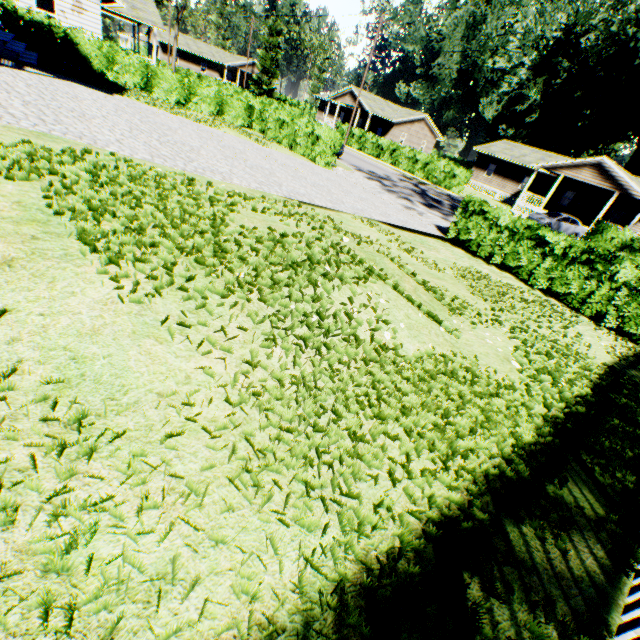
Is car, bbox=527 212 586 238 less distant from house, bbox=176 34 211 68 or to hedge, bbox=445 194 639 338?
hedge, bbox=445 194 639 338

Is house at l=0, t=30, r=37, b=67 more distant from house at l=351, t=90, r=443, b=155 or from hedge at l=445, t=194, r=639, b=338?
house at l=351, t=90, r=443, b=155

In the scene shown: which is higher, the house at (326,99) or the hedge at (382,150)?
the house at (326,99)

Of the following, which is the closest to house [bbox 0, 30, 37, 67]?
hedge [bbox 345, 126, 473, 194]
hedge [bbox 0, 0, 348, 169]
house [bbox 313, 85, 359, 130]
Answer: hedge [bbox 0, 0, 348, 169]

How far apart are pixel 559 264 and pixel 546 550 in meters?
10.7

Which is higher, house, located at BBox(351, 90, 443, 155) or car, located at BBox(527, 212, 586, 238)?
house, located at BBox(351, 90, 443, 155)

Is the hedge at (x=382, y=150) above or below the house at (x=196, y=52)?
below

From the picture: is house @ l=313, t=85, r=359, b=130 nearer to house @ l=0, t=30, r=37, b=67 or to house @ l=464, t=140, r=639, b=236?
house @ l=464, t=140, r=639, b=236
